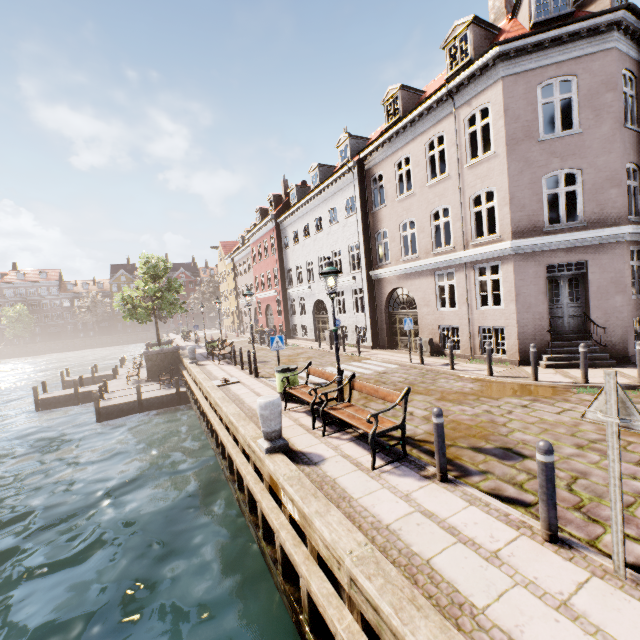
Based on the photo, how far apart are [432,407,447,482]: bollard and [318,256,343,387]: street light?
2.7 meters

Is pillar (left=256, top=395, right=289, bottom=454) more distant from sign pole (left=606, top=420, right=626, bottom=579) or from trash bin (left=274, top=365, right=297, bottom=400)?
sign pole (left=606, top=420, right=626, bottom=579)

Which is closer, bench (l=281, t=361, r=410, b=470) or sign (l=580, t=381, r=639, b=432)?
sign (l=580, t=381, r=639, b=432)

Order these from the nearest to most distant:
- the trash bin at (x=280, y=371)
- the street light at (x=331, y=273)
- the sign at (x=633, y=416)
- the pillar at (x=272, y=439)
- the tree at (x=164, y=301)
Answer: the sign at (x=633, y=416), the pillar at (x=272, y=439), the street light at (x=331, y=273), the trash bin at (x=280, y=371), the tree at (x=164, y=301)

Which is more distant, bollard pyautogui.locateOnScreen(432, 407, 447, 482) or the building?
the building

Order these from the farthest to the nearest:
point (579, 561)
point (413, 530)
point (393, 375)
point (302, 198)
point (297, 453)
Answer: point (302, 198) < point (393, 375) < point (297, 453) < point (413, 530) < point (579, 561)

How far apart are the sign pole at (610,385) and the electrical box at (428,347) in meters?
11.8

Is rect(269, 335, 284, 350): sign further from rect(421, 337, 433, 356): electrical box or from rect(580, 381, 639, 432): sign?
rect(580, 381, 639, 432): sign
